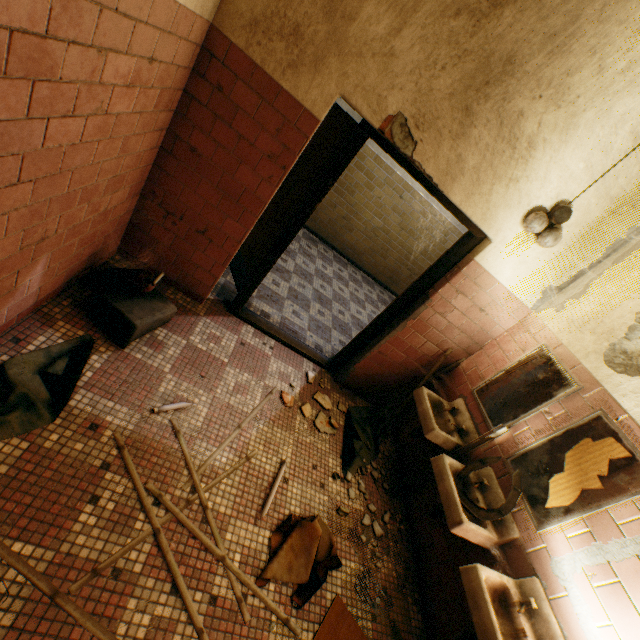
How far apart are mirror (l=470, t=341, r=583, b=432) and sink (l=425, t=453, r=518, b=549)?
0.33m

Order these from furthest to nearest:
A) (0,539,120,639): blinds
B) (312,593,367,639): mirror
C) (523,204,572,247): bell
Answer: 1. (523,204,572,247): bell
2. (312,593,367,639): mirror
3. (0,539,120,639): blinds

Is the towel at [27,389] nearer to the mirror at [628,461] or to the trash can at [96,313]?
the trash can at [96,313]

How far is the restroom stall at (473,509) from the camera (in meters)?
2.31

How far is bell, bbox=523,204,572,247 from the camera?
2.54m

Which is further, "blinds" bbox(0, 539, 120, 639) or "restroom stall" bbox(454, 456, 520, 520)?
"restroom stall" bbox(454, 456, 520, 520)

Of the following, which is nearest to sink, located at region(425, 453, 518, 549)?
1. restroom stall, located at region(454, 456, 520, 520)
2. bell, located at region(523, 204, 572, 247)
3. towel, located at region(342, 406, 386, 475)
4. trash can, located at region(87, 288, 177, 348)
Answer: restroom stall, located at region(454, 456, 520, 520)

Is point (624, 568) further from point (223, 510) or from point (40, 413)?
point (40, 413)
